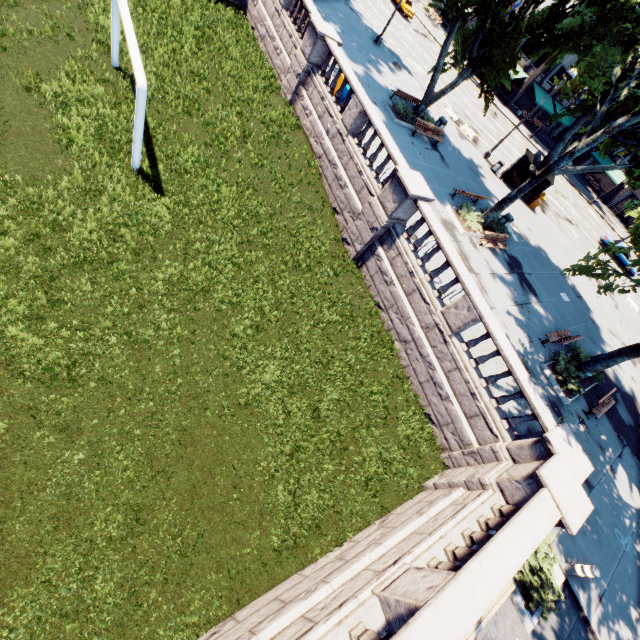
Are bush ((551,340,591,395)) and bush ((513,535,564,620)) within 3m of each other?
no

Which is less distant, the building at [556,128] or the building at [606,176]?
the building at [606,176]

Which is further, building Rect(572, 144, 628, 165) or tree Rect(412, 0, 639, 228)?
building Rect(572, 144, 628, 165)

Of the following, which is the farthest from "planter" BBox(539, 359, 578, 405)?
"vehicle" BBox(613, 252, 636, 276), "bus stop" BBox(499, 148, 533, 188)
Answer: "vehicle" BBox(613, 252, 636, 276)

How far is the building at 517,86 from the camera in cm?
4375

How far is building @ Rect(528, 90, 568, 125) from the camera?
47.54m

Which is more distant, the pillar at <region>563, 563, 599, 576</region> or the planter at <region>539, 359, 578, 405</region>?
the planter at <region>539, 359, 578, 405</region>

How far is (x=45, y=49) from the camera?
11.54m
